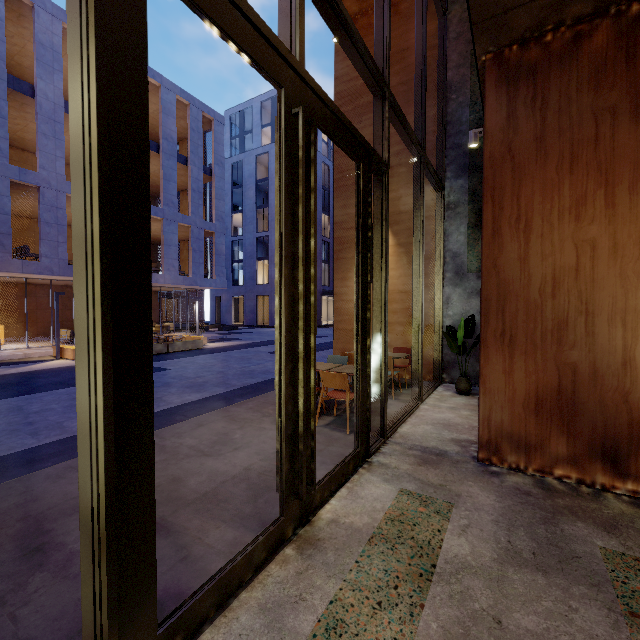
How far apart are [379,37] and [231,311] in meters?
37.8 m

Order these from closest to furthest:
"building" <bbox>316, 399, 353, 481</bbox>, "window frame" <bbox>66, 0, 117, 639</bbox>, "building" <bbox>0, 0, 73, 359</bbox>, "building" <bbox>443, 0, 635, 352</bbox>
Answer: "window frame" <bbox>66, 0, 117, 639</bbox>
"building" <bbox>443, 0, 635, 352</bbox>
"building" <bbox>316, 399, 353, 481</bbox>
"building" <bbox>0, 0, 73, 359</bbox>

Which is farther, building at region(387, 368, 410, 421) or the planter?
the planter

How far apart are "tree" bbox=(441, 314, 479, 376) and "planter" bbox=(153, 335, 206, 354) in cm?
1322

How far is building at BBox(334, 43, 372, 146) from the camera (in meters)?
8.48

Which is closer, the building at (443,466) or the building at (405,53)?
the building at (443,466)

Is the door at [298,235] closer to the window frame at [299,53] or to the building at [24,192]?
the window frame at [299,53]

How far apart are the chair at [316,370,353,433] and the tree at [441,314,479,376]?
2.9 meters
